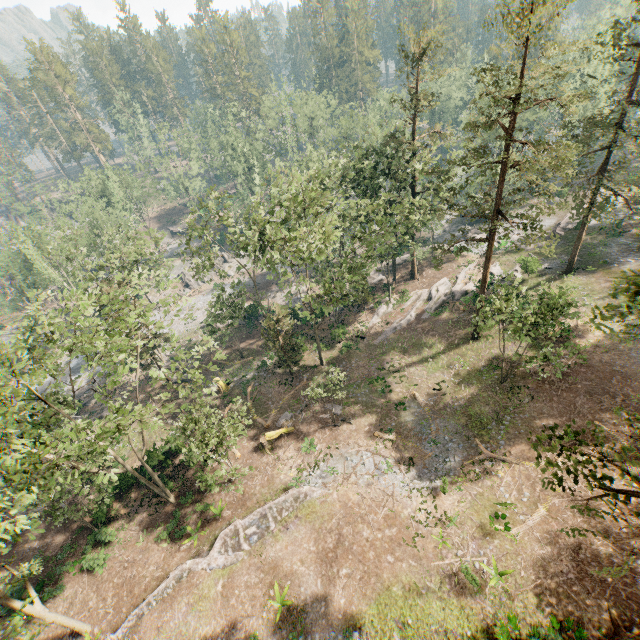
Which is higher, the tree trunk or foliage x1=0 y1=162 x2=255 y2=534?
the tree trunk

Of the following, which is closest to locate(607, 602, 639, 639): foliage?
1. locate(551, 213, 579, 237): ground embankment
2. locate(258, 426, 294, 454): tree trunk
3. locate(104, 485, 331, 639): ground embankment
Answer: locate(551, 213, 579, 237): ground embankment

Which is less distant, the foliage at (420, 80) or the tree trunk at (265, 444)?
the foliage at (420, 80)

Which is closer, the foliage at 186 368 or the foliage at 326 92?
the foliage at 186 368

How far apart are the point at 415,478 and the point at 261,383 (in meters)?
19.16

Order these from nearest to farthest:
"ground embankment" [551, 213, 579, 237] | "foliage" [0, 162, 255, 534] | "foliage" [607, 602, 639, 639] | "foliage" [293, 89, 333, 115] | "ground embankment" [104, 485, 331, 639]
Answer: "foliage" [607, 602, 639, 639]
"foliage" [0, 162, 255, 534]
"ground embankment" [104, 485, 331, 639]
"ground embankment" [551, 213, 579, 237]
"foliage" [293, 89, 333, 115]

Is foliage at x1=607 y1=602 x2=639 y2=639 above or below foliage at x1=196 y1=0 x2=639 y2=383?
below

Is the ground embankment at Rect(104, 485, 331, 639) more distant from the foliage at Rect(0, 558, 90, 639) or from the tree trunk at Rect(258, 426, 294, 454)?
the tree trunk at Rect(258, 426, 294, 454)
